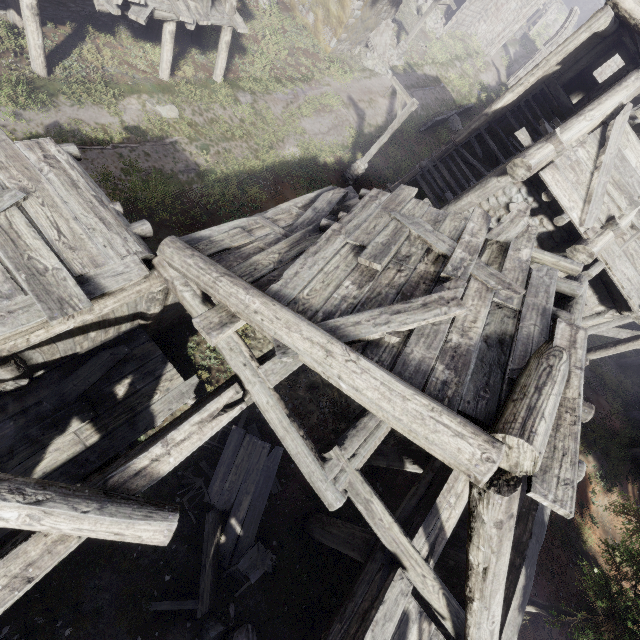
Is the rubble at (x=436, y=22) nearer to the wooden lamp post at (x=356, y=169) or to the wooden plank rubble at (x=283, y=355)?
the wooden lamp post at (x=356, y=169)

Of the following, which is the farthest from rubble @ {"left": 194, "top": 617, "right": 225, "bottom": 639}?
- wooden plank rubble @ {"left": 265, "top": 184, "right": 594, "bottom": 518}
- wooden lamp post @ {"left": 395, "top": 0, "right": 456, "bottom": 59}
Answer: wooden lamp post @ {"left": 395, "top": 0, "right": 456, "bottom": 59}

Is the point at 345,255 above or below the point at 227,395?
above

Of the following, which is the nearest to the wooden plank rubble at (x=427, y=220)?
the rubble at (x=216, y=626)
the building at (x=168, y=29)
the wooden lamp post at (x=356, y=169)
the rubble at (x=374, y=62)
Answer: the building at (x=168, y=29)

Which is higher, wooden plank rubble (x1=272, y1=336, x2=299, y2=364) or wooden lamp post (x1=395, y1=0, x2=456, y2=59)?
wooden plank rubble (x1=272, y1=336, x2=299, y2=364)

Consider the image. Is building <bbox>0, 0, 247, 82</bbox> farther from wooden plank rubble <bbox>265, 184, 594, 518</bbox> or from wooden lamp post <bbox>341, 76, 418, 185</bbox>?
wooden lamp post <bbox>341, 76, 418, 185</bbox>

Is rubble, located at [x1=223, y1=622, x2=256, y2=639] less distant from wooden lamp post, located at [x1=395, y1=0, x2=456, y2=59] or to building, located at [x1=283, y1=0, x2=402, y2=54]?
building, located at [x1=283, y1=0, x2=402, y2=54]
